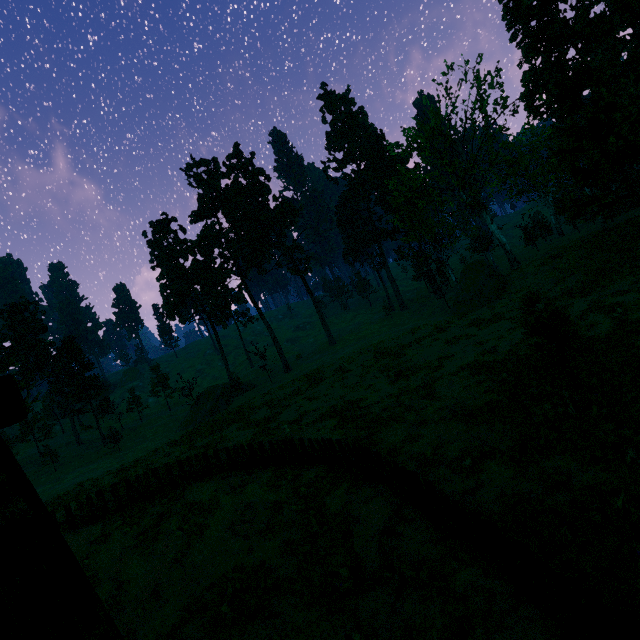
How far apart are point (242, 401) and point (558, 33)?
44.2m

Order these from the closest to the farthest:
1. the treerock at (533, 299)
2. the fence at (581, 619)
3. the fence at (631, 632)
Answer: the fence at (631, 632), the fence at (581, 619), the treerock at (533, 299)

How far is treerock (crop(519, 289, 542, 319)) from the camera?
10.9 meters

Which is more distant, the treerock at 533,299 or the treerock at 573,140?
the treerock at 573,140

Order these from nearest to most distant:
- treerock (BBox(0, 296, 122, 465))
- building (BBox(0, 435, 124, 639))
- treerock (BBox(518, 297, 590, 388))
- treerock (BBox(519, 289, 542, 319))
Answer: building (BBox(0, 435, 124, 639)) < treerock (BBox(518, 297, 590, 388)) < treerock (BBox(519, 289, 542, 319)) < treerock (BBox(0, 296, 122, 465))

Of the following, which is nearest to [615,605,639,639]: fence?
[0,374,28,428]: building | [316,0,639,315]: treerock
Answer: [0,374,28,428]: building

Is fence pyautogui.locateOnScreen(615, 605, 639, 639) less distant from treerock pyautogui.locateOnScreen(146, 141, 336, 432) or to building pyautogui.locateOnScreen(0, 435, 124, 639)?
building pyautogui.locateOnScreen(0, 435, 124, 639)
